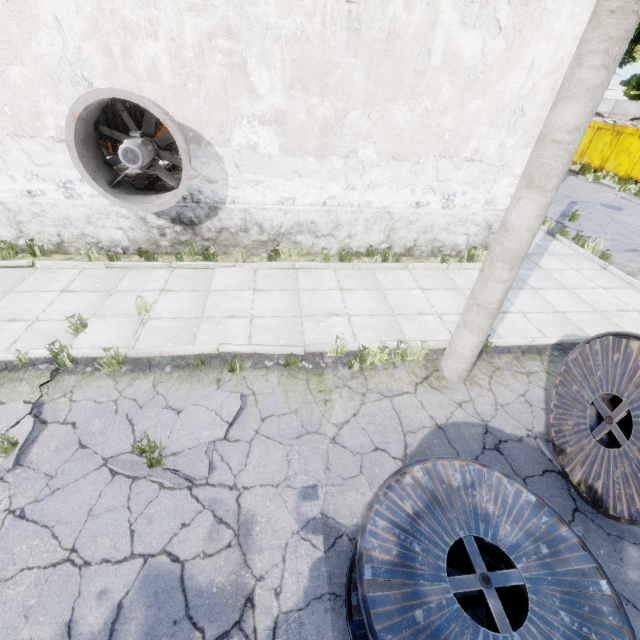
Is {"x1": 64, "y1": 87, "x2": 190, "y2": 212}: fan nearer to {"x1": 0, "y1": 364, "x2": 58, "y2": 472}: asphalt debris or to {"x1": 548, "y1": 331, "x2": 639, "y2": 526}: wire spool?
{"x1": 0, "y1": 364, "x2": 58, "y2": 472}: asphalt debris

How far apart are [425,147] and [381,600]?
8.1m

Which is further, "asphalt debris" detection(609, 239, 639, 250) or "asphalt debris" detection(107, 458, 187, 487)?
"asphalt debris" detection(609, 239, 639, 250)

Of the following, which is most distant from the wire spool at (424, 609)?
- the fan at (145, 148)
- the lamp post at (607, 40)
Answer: the fan at (145, 148)

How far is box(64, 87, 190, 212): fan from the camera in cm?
588

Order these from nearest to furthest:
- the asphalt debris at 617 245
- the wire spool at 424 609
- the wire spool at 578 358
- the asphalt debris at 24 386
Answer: the wire spool at 424 609 < the wire spool at 578 358 < the asphalt debris at 24 386 < the asphalt debris at 617 245

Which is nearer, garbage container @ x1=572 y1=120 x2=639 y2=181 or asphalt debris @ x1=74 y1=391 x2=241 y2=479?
asphalt debris @ x1=74 y1=391 x2=241 y2=479

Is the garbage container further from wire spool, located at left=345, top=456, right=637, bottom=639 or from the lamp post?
wire spool, located at left=345, top=456, right=637, bottom=639
